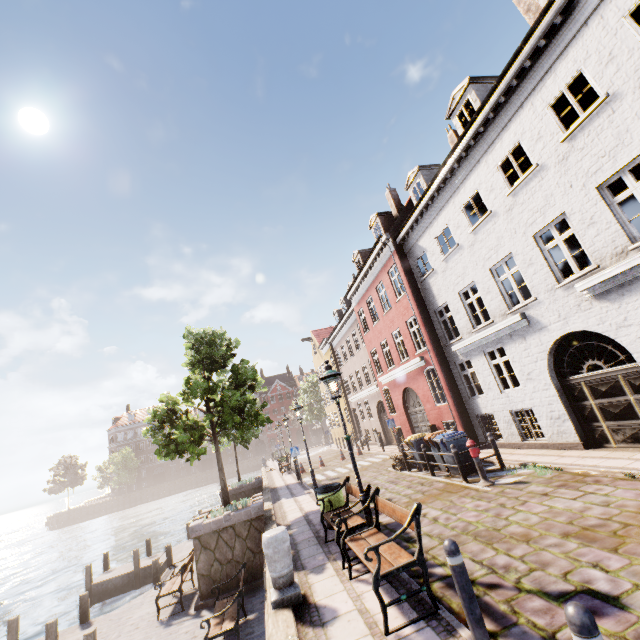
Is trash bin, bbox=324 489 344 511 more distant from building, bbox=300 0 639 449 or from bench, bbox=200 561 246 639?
building, bbox=300 0 639 449

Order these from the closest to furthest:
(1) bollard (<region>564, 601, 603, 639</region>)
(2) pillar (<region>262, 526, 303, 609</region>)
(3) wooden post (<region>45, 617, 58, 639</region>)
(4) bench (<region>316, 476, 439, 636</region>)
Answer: (1) bollard (<region>564, 601, 603, 639</region>)
(4) bench (<region>316, 476, 439, 636</region>)
(2) pillar (<region>262, 526, 303, 609</region>)
(3) wooden post (<region>45, 617, 58, 639</region>)

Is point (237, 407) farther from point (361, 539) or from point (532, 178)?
point (532, 178)

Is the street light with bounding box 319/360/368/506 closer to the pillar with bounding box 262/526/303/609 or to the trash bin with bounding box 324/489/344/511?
the pillar with bounding box 262/526/303/609

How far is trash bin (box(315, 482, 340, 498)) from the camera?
8.62m

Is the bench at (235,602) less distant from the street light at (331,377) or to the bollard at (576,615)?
the street light at (331,377)

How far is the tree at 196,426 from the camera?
11.4m

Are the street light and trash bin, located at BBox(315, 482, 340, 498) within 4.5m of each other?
yes
